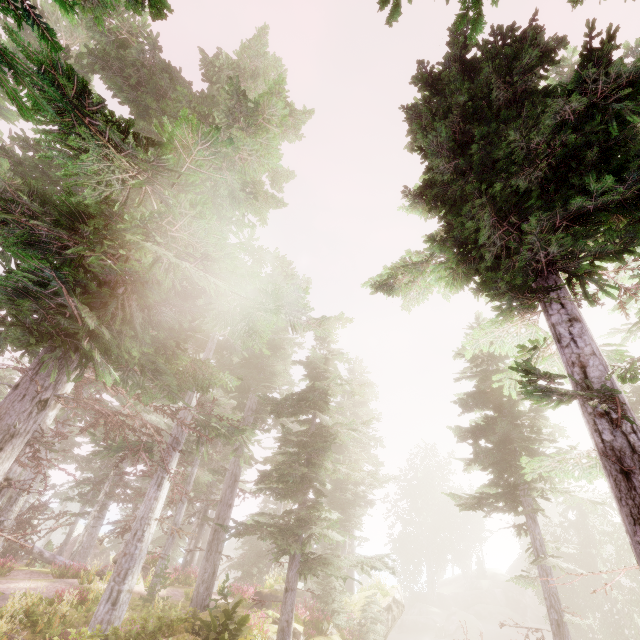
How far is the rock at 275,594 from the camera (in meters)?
13.38

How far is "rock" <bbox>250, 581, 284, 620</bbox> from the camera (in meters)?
13.38

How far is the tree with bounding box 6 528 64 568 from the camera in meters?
20.6 m

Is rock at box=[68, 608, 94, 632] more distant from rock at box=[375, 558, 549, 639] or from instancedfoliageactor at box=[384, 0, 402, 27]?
rock at box=[375, 558, 549, 639]

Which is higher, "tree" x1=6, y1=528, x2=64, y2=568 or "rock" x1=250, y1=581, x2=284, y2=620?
"tree" x1=6, y1=528, x2=64, y2=568

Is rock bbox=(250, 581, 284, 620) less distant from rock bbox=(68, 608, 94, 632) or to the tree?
rock bbox=(68, 608, 94, 632)

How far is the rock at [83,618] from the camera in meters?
12.1

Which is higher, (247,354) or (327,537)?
(247,354)
